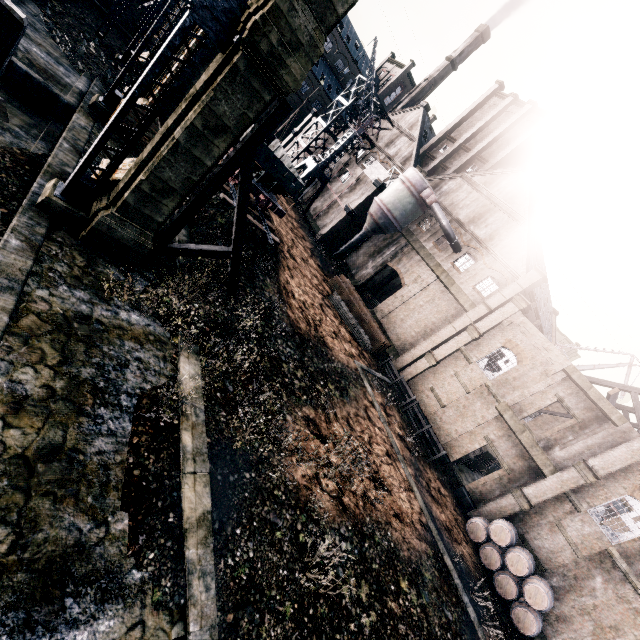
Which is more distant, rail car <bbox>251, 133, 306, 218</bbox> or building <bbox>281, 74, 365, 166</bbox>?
building <bbox>281, 74, 365, 166</bbox>

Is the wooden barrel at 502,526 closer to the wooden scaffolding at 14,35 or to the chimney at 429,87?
the wooden scaffolding at 14,35

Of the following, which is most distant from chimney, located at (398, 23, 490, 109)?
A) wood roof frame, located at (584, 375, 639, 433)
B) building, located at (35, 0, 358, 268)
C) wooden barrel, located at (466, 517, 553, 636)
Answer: wooden barrel, located at (466, 517, 553, 636)

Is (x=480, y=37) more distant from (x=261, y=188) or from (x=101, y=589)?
(x=101, y=589)

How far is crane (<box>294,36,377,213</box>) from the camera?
36.69m

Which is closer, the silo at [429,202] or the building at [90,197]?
the building at [90,197]

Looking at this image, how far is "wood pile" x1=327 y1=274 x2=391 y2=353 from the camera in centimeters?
3000cm

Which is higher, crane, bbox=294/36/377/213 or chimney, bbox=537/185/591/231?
chimney, bbox=537/185/591/231
